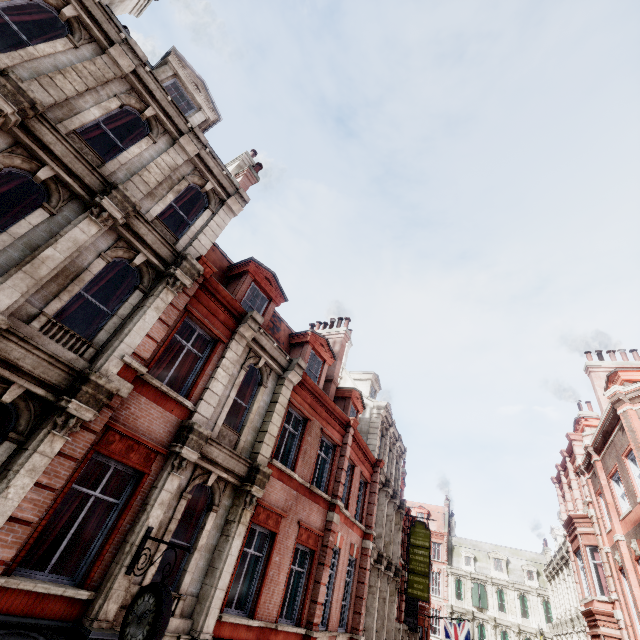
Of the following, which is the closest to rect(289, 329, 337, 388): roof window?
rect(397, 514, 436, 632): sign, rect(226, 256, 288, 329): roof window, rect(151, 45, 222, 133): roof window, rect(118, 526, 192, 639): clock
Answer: rect(226, 256, 288, 329): roof window

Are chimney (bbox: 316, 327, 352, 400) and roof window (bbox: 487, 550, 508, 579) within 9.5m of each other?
no

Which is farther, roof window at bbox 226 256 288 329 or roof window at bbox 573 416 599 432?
roof window at bbox 573 416 599 432

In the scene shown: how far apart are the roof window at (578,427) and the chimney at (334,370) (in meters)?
16.86

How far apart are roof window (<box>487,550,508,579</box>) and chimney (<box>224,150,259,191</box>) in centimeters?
5588cm

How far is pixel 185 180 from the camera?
10.21m

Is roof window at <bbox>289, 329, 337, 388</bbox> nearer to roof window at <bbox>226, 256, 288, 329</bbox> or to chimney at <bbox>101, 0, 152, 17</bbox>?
roof window at <bbox>226, 256, 288, 329</bbox>

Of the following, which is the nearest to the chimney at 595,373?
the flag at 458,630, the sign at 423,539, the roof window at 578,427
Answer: the roof window at 578,427
